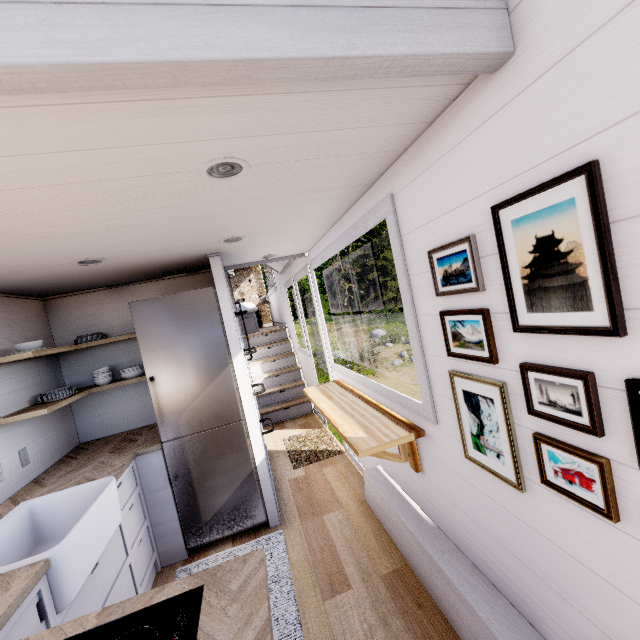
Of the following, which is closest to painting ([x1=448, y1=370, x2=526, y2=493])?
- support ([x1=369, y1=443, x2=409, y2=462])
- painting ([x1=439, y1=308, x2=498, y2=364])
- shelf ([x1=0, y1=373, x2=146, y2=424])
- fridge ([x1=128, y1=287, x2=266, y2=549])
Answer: painting ([x1=439, y1=308, x2=498, y2=364])

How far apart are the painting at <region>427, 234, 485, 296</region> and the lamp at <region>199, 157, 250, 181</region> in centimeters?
94cm

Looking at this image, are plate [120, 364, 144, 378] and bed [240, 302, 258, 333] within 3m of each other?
no

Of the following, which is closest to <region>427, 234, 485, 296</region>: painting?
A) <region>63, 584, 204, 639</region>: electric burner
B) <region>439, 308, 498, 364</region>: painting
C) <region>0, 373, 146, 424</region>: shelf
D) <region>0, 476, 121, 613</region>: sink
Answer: <region>439, 308, 498, 364</region>: painting

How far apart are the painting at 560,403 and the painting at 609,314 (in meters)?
0.12

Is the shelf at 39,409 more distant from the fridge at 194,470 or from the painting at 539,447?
the painting at 539,447

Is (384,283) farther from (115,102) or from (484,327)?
(115,102)

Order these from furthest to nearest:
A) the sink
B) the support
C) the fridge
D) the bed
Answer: the bed → the fridge → the support → the sink
